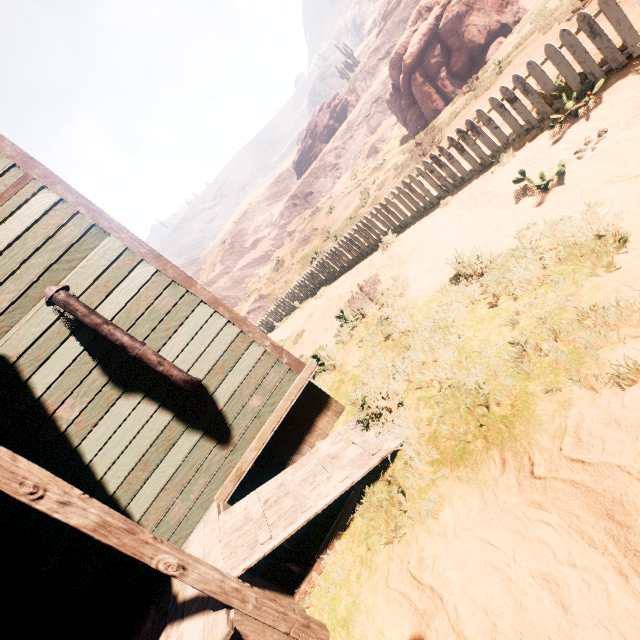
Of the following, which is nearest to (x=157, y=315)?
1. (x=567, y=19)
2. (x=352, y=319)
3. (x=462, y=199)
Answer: (x=352, y=319)

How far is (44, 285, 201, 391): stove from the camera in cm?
335

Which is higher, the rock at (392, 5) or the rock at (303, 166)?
the rock at (392, 5)

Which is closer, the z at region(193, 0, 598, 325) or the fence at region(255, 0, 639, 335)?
the fence at region(255, 0, 639, 335)

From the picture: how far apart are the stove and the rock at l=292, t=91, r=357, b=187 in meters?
50.6

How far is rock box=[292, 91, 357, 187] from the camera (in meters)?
46.03

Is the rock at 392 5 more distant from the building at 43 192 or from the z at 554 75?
the building at 43 192

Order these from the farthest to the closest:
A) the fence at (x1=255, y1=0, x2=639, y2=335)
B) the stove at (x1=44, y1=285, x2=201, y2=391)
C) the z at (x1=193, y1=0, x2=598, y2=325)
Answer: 1. the z at (x1=193, y1=0, x2=598, y2=325)
2. the fence at (x1=255, y1=0, x2=639, y2=335)
3. the stove at (x1=44, y1=285, x2=201, y2=391)
